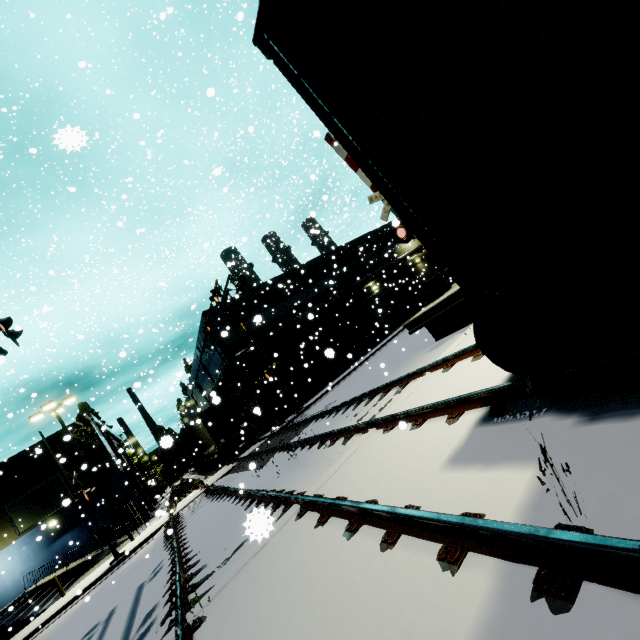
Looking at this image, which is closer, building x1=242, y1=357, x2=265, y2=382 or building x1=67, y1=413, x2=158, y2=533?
building x1=242, y1=357, x2=265, y2=382

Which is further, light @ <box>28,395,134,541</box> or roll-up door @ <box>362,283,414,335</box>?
roll-up door @ <box>362,283,414,335</box>

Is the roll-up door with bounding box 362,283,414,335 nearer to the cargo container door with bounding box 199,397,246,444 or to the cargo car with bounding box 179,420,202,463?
the cargo container door with bounding box 199,397,246,444

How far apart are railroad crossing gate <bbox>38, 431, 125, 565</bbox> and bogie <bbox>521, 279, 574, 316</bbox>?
19.95m

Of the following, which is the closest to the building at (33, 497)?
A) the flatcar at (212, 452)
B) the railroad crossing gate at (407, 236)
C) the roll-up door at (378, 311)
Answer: the roll-up door at (378, 311)

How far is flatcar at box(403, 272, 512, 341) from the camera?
3.10m

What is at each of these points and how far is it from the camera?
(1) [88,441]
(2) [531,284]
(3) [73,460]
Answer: (1) building, 28.3 meters
(2) flatcar, 2.8 meters
(3) building, 27.8 meters

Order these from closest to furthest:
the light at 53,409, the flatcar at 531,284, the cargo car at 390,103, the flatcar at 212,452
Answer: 1. the cargo car at 390,103
2. the flatcar at 531,284
3. the light at 53,409
4. the flatcar at 212,452
